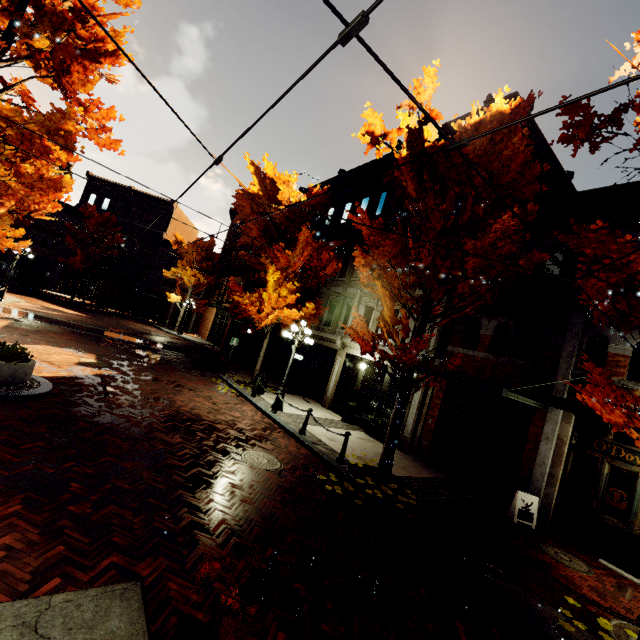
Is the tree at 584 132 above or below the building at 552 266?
above

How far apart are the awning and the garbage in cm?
3091

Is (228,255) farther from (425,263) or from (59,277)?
(425,263)

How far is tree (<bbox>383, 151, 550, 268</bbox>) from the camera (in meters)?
6.81

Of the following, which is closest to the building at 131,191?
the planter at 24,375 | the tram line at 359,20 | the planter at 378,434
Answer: the planter at 378,434

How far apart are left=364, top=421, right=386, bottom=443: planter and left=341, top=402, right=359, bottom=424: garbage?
0.8m

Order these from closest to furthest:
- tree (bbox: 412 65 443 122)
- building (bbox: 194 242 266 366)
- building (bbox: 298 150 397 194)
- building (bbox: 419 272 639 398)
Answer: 1. tree (bbox: 412 65 443 122)
2. building (bbox: 419 272 639 398)
3. building (bbox: 298 150 397 194)
4. building (bbox: 194 242 266 366)

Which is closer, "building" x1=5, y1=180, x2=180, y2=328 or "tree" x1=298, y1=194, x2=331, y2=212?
"tree" x1=298, y1=194, x2=331, y2=212
